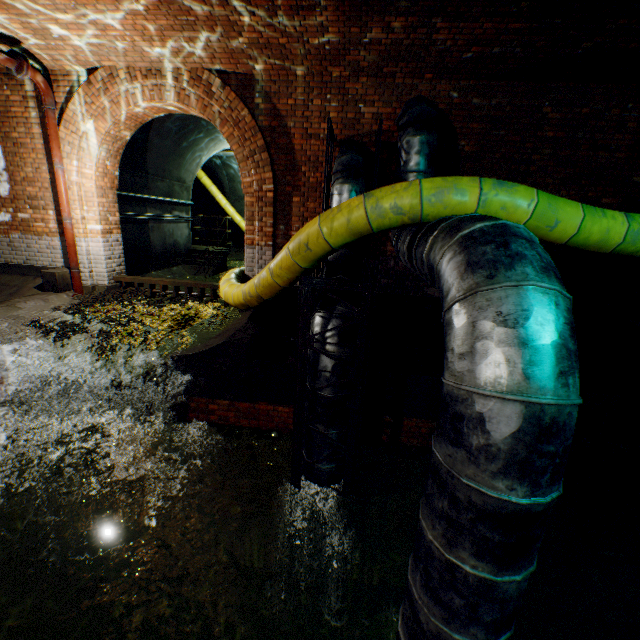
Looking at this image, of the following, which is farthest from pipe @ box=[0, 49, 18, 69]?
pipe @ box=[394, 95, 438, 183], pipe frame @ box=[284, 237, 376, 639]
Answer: pipe @ box=[394, 95, 438, 183]

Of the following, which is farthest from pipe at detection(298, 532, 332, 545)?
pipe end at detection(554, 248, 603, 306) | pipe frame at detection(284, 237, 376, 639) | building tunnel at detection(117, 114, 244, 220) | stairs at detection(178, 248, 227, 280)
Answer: stairs at detection(178, 248, 227, 280)

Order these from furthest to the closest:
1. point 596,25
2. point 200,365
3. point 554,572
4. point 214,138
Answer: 1. point 214,138
2. point 554,572
3. point 200,365
4. point 596,25

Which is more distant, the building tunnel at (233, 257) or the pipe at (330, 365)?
the building tunnel at (233, 257)

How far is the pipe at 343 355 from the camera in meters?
3.6

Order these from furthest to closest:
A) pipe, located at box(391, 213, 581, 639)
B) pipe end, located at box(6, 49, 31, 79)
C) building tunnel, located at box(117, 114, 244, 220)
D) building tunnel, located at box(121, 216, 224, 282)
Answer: building tunnel, located at box(121, 216, 224, 282) < building tunnel, located at box(117, 114, 244, 220) < pipe end, located at box(6, 49, 31, 79) < pipe, located at box(391, 213, 581, 639)

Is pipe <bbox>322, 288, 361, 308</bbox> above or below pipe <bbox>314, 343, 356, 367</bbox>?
above

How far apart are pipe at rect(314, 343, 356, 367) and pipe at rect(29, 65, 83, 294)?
5.3 meters
